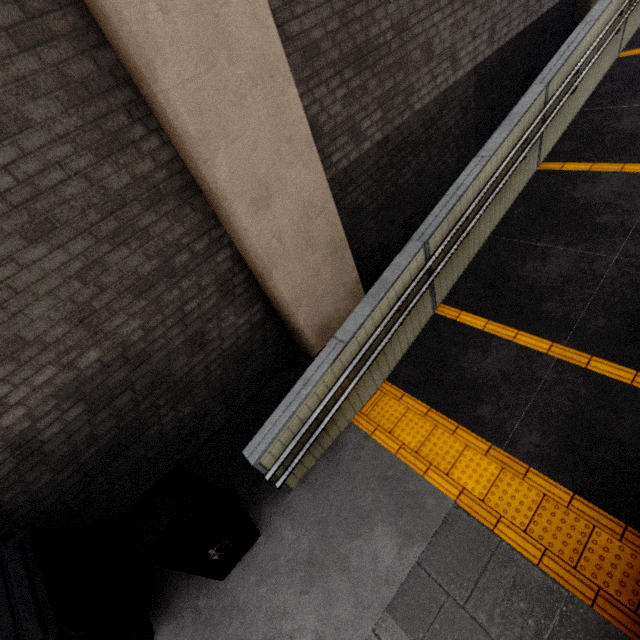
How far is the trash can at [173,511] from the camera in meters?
2.7 m

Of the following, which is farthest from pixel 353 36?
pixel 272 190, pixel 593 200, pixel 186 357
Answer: pixel 186 357

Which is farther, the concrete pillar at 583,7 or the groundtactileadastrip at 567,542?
the concrete pillar at 583,7

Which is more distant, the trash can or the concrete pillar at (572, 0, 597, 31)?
the concrete pillar at (572, 0, 597, 31)

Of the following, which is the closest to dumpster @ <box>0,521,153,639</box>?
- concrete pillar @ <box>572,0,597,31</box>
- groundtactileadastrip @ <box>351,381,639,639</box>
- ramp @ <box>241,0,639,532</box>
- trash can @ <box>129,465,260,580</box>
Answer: trash can @ <box>129,465,260,580</box>

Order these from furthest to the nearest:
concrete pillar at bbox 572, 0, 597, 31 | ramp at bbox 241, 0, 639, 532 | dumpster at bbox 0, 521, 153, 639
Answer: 1. concrete pillar at bbox 572, 0, 597, 31
2. ramp at bbox 241, 0, 639, 532
3. dumpster at bbox 0, 521, 153, 639

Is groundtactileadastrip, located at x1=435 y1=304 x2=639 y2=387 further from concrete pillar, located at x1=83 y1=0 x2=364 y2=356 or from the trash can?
the trash can

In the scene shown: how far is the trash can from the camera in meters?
2.7
